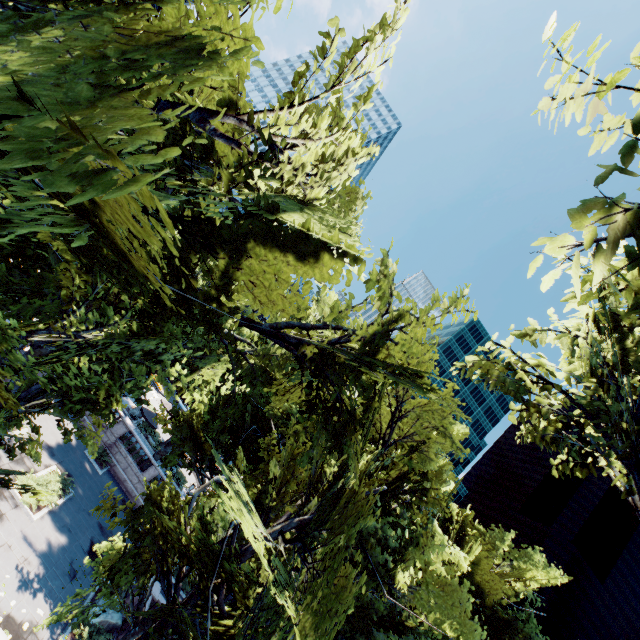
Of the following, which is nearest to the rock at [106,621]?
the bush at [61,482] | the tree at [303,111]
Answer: the tree at [303,111]

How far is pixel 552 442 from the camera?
6.64m

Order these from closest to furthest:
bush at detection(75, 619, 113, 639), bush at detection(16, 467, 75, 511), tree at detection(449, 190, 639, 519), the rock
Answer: tree at detection(449, 190, 639, 519) < bush at detection(75, 619, 113, 639) < the rock < bush at detection(16, 467, 75, 511)

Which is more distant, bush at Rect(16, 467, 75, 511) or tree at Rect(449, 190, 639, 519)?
bush at Rect(16, 467, 75, 511)

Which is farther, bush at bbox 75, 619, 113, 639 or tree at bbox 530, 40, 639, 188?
bush at bbox 75, 619, 113, 639

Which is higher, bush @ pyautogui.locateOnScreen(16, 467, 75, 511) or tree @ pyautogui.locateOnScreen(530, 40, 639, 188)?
tree @ pyautogui.locateOnScreen(530, 40, 639, 188)

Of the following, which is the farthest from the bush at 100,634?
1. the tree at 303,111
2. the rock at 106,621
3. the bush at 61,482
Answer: the bush at 61,482
